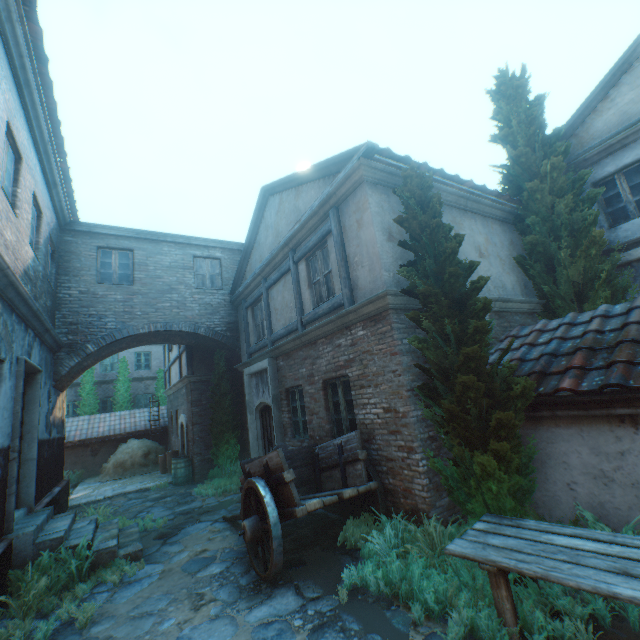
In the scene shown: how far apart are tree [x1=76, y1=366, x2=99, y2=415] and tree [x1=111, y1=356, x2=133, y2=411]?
0.69m

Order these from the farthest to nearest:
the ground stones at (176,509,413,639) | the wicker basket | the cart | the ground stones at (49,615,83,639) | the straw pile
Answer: the straw pile < the wicker basket < the cart < the ground stones at (49,615,83,639) < the ground stones at (176,509,413,639)

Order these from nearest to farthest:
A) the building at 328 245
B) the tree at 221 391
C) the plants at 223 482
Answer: the building at 328 245
the plants at 223 482
the tree at 221 391

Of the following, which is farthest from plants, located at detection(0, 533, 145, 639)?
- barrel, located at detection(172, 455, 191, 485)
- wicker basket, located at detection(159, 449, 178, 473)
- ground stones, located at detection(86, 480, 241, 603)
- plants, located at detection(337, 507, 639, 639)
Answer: wicker basket, located at detection(159, 449, 178, 473)

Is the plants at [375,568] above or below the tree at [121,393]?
below

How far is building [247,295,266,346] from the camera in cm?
1040

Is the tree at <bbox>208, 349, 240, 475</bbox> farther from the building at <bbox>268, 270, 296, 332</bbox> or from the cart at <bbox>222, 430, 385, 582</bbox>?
the cart at <bbox>222, 430, 385, 582</bbox>

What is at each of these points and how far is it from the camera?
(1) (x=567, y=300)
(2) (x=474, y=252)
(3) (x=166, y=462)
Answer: (1) tree, 7.8 meters
(2) building, 7.3 meters
(3) wicker basket, 14.4 meters
